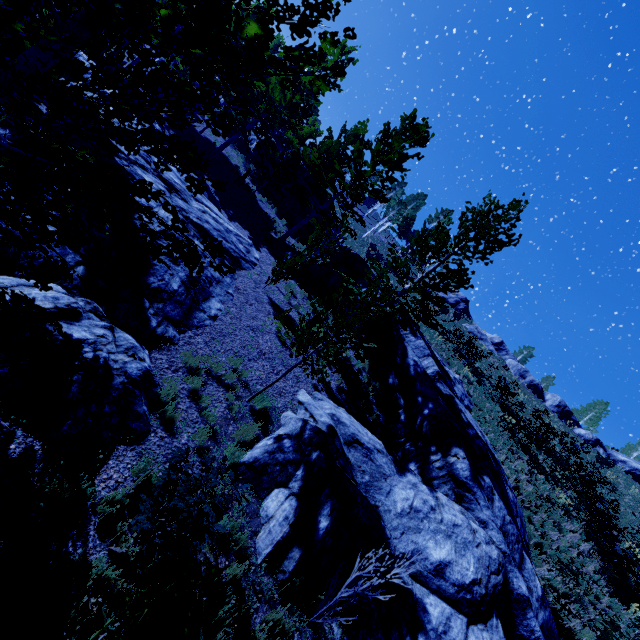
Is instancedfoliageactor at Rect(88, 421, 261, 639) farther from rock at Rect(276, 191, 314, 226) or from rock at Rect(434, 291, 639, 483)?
rock at Rect(434, 291, 639, 483)

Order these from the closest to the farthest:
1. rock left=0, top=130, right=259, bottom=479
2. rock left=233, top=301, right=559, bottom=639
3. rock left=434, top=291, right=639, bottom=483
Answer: rock left=0, top=130, right=259, bottom=479 → rock left=233, top=301, right=559, bottom=639 → rock left=434, top=291, right=639, bottom=483

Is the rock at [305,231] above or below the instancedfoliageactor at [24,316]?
above

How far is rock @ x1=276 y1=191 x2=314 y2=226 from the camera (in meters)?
24.02

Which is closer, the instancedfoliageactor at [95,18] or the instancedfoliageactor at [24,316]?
the instancedfoliageactor at [95,18]

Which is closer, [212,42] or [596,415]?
[212,42]

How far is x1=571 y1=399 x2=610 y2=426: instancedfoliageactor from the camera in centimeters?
3947cm

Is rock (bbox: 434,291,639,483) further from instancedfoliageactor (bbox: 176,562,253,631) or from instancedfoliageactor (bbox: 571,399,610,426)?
instancedfoliageactor (bbox: 176,562,253,631)
